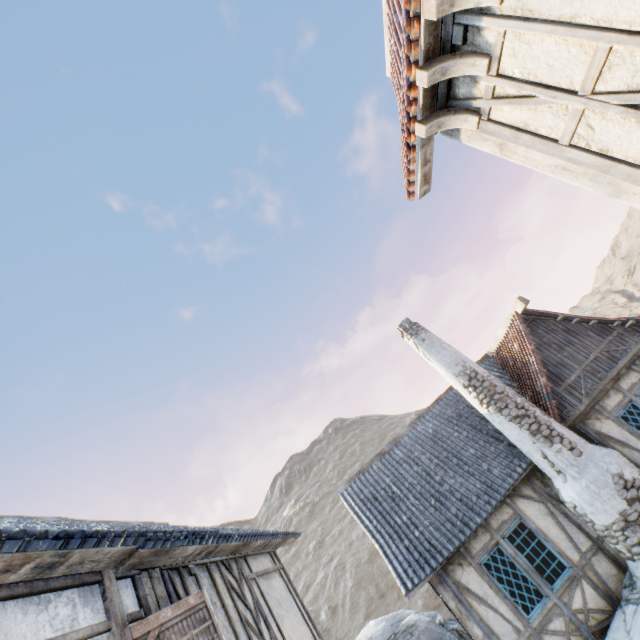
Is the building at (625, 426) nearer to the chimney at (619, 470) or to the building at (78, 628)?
the chimney at (619, 470)

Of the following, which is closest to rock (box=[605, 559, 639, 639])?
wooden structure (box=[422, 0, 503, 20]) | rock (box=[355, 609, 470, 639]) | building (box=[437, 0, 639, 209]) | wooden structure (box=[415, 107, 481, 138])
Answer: building (box=[437, 0, 639, 209])

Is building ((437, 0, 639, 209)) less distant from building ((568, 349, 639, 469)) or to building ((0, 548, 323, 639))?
building ((0, 548, 323, 639))

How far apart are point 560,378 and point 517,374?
1.5 meters

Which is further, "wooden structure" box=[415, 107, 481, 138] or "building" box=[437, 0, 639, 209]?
"wooden structure" box=[415, 107, 481, 138]

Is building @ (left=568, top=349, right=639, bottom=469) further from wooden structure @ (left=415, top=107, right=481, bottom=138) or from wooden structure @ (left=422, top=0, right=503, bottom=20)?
wooden structure @ (left=422, top=0, right=503, bottom=20)

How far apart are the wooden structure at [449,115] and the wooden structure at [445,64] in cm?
39

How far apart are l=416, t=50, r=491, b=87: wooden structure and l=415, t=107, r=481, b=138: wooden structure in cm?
39
